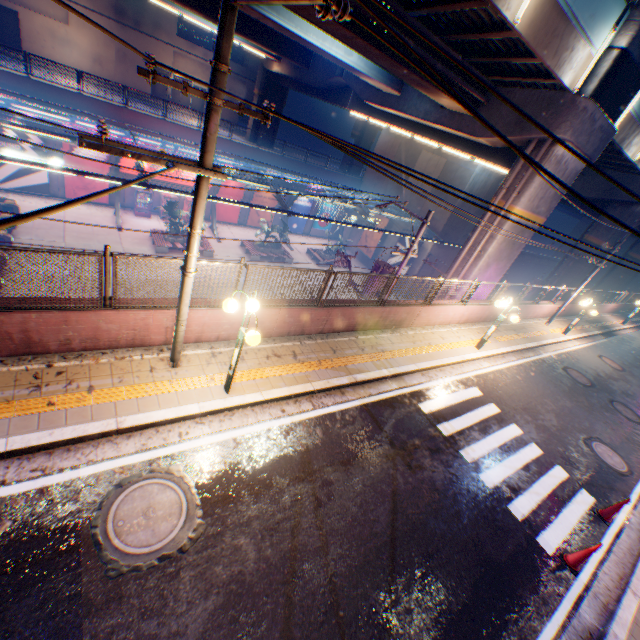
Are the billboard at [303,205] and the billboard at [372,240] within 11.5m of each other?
yes

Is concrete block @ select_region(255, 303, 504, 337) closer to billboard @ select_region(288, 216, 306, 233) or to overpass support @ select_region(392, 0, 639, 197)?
overpass support @ select_region(392, 0, 639, 197)

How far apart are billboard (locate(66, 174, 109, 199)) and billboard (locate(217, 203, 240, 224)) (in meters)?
7.63

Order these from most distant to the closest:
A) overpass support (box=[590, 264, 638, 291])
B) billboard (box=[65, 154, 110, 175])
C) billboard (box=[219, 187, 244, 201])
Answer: overpass support (box=[590, 264, 638, 291]), billboard (box=[219, 187, 244, 201]), billboard (box=[65, 154, 110, 175])

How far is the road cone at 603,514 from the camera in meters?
7.8 m

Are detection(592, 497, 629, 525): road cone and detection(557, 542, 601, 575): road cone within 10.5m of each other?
yes

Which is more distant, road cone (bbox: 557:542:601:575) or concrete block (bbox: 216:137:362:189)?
concrete block (bbox: 216:137:362:189)

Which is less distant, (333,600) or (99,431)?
(333,600)
